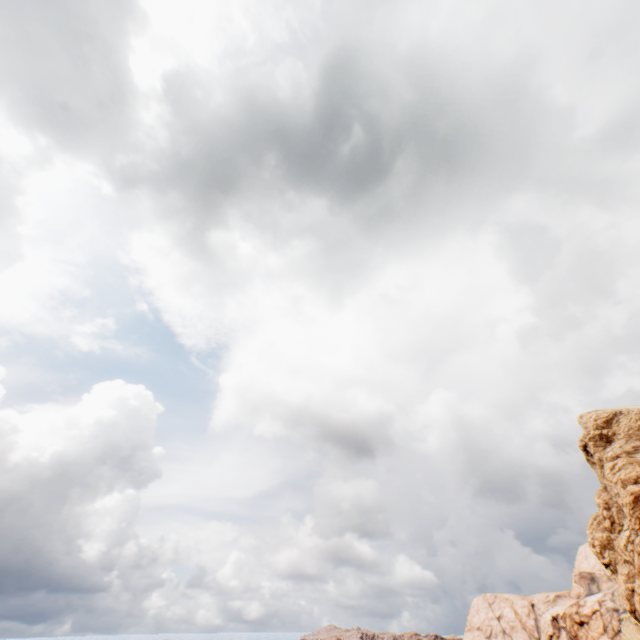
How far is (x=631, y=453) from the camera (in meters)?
31.91
